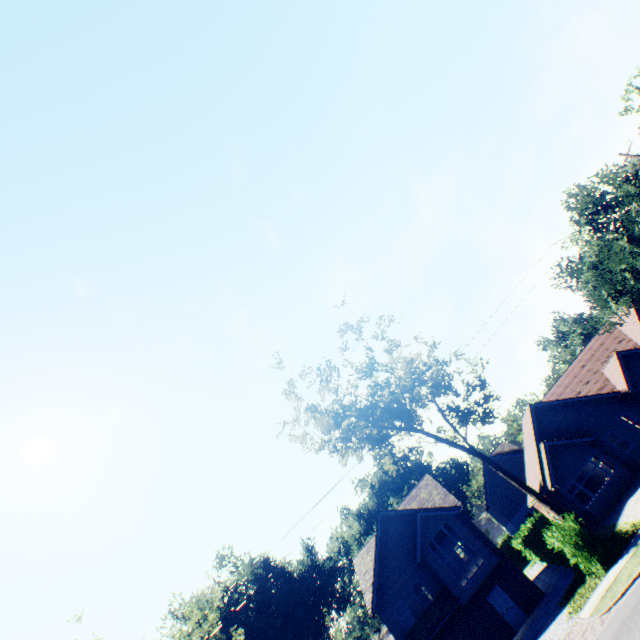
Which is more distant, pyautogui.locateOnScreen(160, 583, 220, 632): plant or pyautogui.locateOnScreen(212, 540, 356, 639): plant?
pyautogui.locateOnScreen(212, 540, 356, 639): plant

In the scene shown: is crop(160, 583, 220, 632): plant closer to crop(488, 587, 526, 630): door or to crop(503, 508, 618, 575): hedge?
crop(503, 508, 618, 575): hedge

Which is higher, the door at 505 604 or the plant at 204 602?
the plant at 204 602

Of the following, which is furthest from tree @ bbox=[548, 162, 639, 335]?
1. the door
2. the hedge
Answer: the door

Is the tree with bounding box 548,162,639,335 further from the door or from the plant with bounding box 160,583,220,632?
the door

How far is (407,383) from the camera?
22.9 meters

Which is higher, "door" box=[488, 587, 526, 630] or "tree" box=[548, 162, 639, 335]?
"tree" box=[548, 162, 639, 335]
